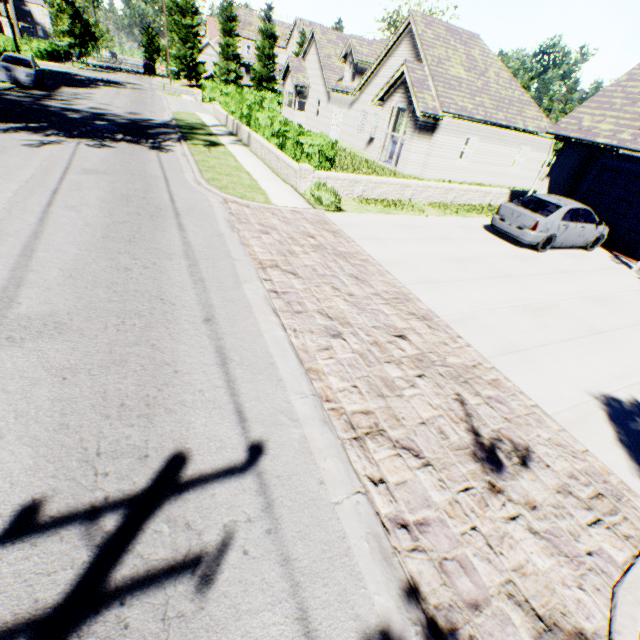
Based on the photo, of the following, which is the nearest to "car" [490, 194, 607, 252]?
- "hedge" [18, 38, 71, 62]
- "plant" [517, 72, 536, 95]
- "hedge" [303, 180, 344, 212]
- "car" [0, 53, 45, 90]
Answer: "hedge" [303, 180, 344, 212]

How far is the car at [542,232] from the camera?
10.59m

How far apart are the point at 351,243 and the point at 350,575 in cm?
753

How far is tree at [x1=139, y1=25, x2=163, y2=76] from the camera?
53.14m

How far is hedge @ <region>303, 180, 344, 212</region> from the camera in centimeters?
1062cm

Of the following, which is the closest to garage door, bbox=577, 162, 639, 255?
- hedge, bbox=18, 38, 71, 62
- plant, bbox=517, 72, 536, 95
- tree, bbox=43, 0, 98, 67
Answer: tree, bbox=43, 0, 98, 67

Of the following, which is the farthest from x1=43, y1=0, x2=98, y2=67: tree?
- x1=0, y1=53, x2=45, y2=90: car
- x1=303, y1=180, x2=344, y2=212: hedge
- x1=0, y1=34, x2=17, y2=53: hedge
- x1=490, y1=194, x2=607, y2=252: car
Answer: x1=303, y1=180, x2=344, y2=212: hedge

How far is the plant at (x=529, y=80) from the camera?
44.9 meters
